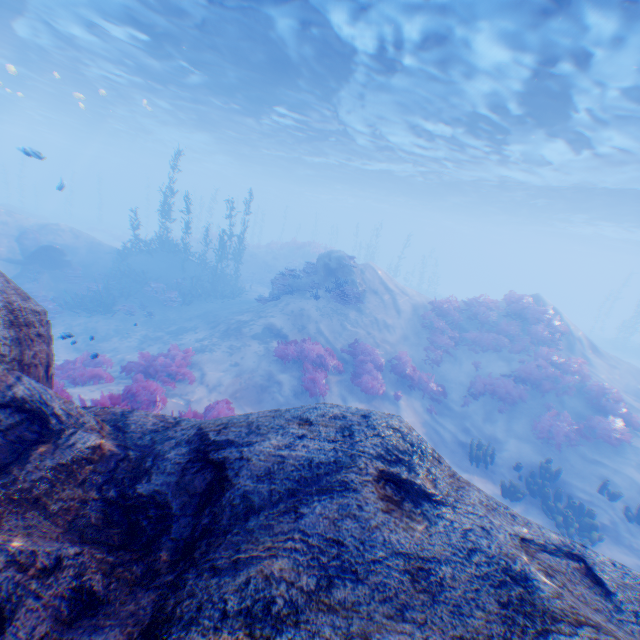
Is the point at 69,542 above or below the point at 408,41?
below

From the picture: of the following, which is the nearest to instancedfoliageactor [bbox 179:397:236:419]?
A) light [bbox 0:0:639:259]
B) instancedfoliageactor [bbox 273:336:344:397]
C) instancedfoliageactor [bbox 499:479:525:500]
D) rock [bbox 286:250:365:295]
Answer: rock [bbox 286:250:365:295]

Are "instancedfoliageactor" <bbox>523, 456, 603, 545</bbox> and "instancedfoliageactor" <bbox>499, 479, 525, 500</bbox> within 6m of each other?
yes

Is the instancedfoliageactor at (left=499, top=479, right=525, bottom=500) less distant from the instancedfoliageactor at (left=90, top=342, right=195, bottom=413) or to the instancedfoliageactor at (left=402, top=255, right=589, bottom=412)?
the instancedfoliageactor at (left=90, top=342, right=195, bottom=413)

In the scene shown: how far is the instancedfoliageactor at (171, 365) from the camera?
7.2m

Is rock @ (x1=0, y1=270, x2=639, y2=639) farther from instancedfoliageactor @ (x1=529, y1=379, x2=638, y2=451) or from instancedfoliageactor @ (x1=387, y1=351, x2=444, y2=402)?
instancedfoliageactor @ (x1=529, y1=379, x2=638, y2=451)

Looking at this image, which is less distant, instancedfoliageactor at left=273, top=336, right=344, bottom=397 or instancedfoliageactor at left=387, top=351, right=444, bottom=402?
instancedfoliageactor at left=273, top=336, right=344, bottom=397

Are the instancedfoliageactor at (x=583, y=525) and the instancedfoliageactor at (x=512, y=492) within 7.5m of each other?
yes
